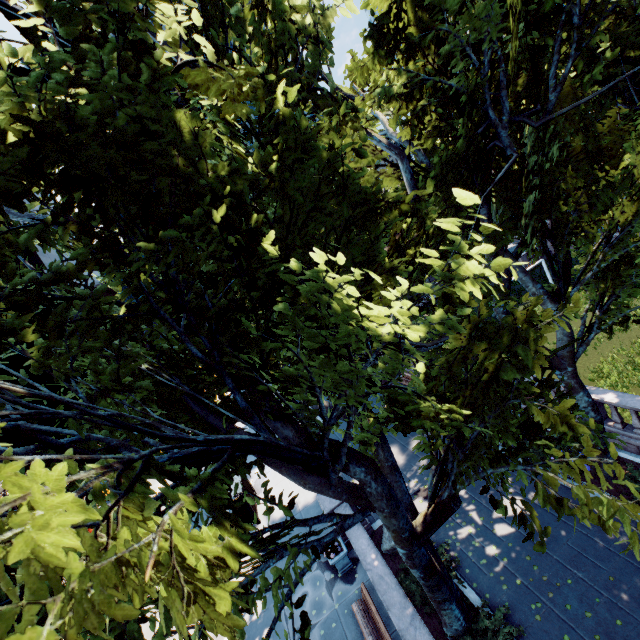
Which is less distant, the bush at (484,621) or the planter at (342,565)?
the bush at (484,621)

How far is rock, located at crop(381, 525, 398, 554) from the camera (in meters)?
12.23

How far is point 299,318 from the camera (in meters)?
5.25

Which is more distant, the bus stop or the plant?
the bus stop

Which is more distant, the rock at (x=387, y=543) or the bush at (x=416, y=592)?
the rock at (x=387, y=543)

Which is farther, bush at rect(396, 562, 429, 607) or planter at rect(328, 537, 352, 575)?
planter at rect(328, 537, 352, 575)

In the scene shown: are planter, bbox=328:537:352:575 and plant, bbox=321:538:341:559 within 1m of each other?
yes

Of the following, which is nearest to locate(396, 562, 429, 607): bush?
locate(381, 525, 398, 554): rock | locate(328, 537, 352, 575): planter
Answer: locate(381, 525, 398, 554): rock
